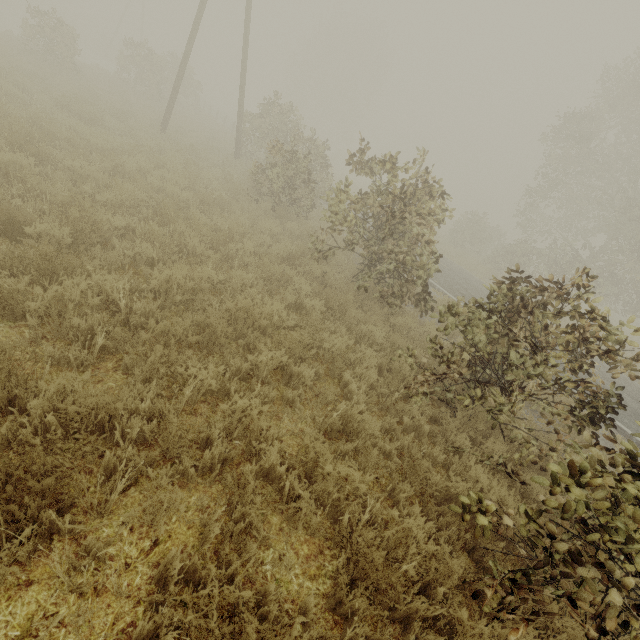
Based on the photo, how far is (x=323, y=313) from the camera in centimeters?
717cm
